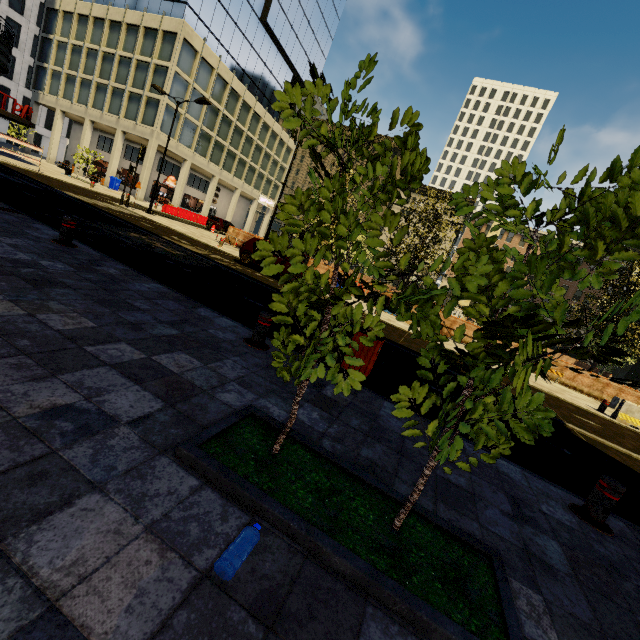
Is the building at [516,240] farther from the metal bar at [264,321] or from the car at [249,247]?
the metal bar at [264,321]

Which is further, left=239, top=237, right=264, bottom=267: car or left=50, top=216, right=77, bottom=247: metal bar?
left=239, top=237, right=264, bottom=267: car

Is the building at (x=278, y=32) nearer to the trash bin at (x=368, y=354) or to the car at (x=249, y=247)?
the car at (x=249, y=247)

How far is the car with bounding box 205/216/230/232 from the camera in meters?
31.0

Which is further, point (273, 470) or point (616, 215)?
point (273, 470)

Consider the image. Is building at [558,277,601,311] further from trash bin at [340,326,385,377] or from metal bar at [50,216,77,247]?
trash bin at [340,326,385,377]

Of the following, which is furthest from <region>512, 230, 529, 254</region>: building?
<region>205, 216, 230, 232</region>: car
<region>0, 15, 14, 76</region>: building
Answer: <region>0, 15, 14, 76</region>: building

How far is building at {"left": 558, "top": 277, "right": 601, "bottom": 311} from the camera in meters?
56.3 m
